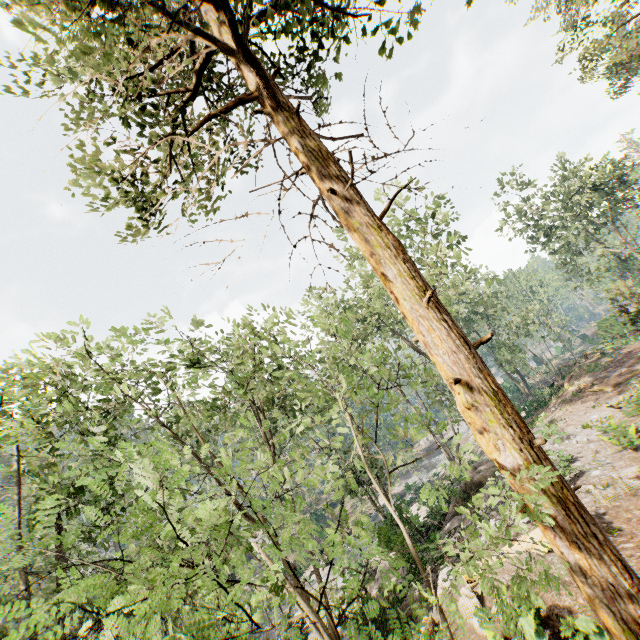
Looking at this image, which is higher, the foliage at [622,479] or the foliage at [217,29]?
the foliage at [217,29]

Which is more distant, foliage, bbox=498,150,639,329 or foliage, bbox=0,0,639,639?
foliage, bbox=498,150,639,329

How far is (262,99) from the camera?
7.1 meters

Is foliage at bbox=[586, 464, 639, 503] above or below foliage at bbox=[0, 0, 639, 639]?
below

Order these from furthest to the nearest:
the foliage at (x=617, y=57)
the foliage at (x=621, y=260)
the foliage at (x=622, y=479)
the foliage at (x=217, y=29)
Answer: the foliage at (x=621, y=260)
the foliage at (x=617, y=57)
the foliage at (x=622, y=479)
the foliage at (x=217, y=29)

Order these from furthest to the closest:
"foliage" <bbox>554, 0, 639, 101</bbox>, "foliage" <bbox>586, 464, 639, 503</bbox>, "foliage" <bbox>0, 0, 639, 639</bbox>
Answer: "foliage" <bbox>554, 0, 639, 101</bbox>
"foliage" <bbox>586, 464, 639, 503</bbox>
"foliage" <bbox>0, 0, 639, 639</bbox>
